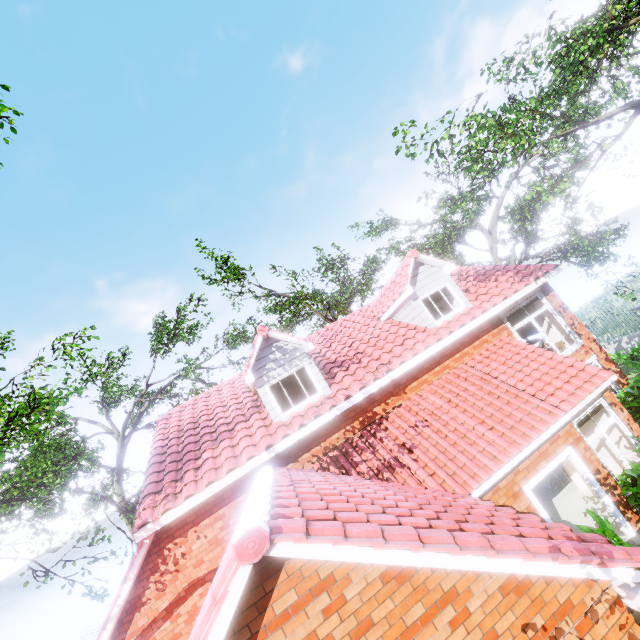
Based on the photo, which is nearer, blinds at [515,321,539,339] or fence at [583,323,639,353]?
blinds at [515,321,539,339]

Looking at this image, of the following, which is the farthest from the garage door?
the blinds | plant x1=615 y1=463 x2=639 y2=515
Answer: the blinds

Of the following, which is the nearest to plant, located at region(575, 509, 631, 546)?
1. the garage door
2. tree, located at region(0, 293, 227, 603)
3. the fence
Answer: the garage door

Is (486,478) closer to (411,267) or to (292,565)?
(292,565)

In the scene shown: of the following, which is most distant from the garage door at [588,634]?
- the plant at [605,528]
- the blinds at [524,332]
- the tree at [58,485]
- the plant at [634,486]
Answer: the tree at [58,485]

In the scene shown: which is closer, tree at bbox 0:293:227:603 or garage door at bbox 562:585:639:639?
garage door at bbox 562:585:639:639

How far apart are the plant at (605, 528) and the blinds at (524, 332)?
8.29m

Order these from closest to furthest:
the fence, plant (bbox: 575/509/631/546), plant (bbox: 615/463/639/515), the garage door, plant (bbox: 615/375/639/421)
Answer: the garage door < plant (bbox: 575/509/631/546) < plant (bbox: 615/463/639/515) < plant (bbox: 615/375/639/421) < the fence
